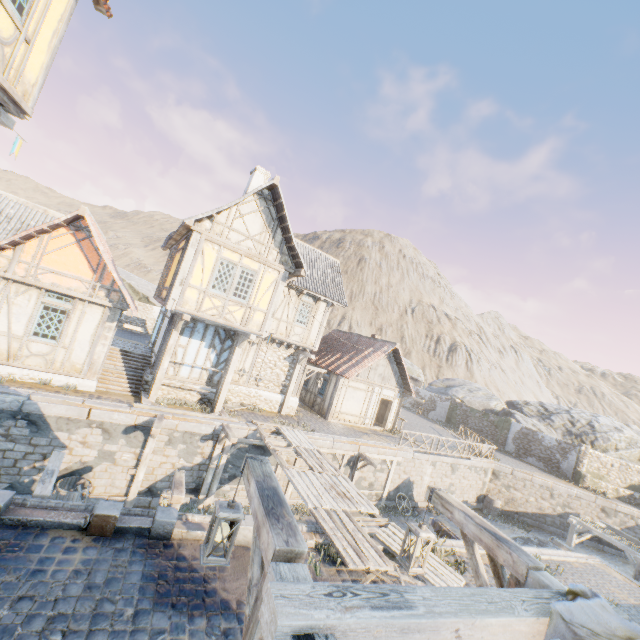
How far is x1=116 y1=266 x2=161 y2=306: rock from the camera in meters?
34.5

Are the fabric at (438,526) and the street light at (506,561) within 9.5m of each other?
yes

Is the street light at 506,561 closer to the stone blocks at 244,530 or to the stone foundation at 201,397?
the stone blocks at 244,530

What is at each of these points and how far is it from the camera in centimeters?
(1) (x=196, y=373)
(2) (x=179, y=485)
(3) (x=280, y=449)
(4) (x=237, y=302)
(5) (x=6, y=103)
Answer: (1) building, 1451cm
(2) wooden structure, 793cm
(3) wooden structure, 1223cm
(4) building, 1295cm
(5) building, 595cm

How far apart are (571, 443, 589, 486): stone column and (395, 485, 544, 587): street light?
29.76m

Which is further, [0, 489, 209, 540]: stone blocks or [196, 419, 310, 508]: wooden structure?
[196, 419, 310, 508]: wooden structure

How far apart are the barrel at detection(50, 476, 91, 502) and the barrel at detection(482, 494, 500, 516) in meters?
23.9 m

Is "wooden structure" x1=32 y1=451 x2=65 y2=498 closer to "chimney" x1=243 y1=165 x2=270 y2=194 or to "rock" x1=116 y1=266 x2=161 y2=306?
"chimney" x1=243 y1=165 x2=270 y2=194
